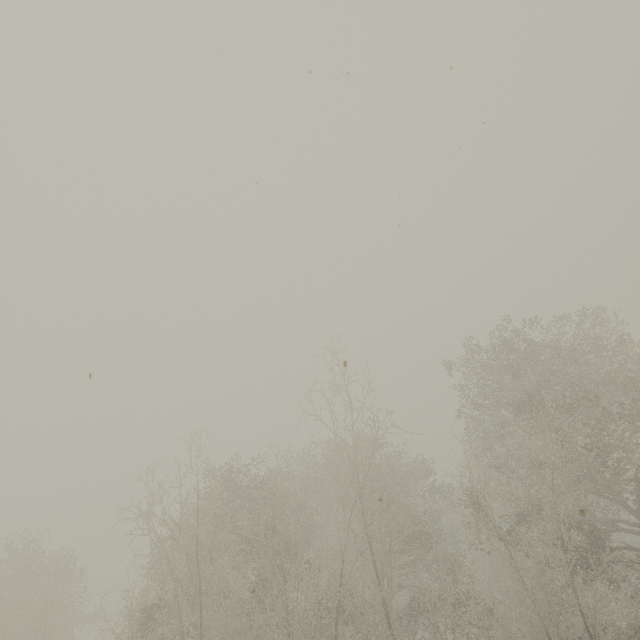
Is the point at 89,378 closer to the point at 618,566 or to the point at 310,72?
the point at 310,72
